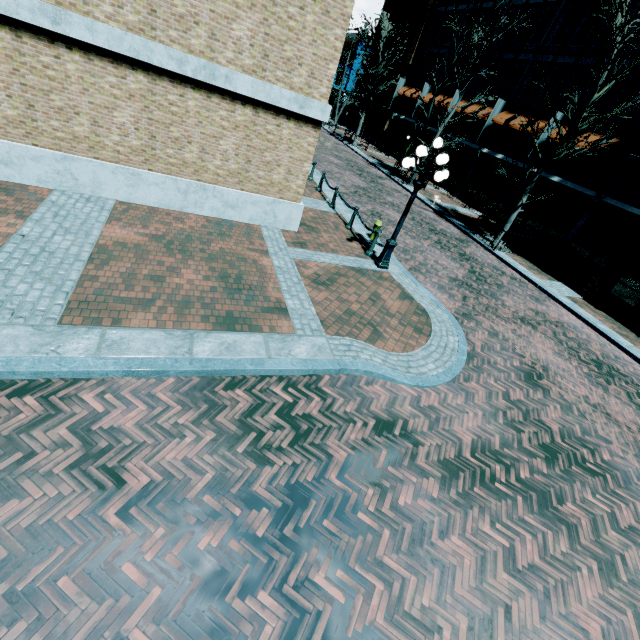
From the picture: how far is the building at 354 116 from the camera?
42.8m

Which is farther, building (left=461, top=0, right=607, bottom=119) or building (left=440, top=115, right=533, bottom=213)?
building (left=440, top=115, right=533, bottom=213)

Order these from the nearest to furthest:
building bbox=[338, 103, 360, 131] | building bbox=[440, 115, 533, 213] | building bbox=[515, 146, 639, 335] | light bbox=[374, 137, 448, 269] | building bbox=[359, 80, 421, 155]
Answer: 1. light bbox=[374, 137, 448, 269]
2. building bbox=[515, 146, 639, 335]
3. building bbox=[440, 115, 533, 213]
4. building bbox=[359, 80, 421, 155]
5. building bbox=[338, 103, 360, 131]

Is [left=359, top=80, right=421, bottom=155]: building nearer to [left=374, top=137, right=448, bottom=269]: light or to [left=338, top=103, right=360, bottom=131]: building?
[left=338, top=103, right=360, bottom=131]: building

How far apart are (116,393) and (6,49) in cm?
733

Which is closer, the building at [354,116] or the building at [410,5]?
the building at [410,5]

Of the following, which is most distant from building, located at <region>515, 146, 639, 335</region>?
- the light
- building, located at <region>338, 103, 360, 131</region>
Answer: the light
